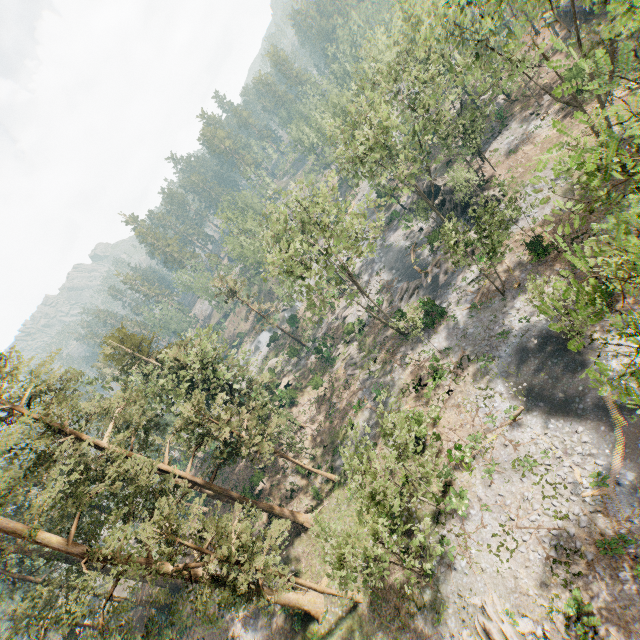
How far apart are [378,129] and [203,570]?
36.43m

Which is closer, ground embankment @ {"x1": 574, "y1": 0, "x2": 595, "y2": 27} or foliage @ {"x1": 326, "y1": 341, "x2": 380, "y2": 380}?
ground embankment @ {"x1": 574, "y1": 0, "x2": 595, "y2": 27}

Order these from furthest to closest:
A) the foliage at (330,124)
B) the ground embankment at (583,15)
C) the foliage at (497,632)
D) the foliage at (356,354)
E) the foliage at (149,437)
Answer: the foliage at (356,354)
the ground embankment at (583,15)
the foliage at (149,437)
the foliage at (497,632)
the foliage at (330,124)

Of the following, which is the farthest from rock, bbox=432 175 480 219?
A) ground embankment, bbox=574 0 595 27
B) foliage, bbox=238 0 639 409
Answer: ground embankment, bbox=574 0 595 27

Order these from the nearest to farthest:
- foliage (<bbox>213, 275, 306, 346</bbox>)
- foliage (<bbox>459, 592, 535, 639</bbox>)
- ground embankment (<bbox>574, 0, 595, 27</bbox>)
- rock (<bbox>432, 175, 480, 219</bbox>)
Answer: foliage (<bbox>459, 592, 535, 639</bbox>) < rock (<bbox>432, 175, 480, 219</bbox>) < ground embankment (<bbox>574, 0, 595, 27</bbox>) < foliage (<bbox>213, 275, 306, 346</bbox>)

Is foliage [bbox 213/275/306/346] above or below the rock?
above

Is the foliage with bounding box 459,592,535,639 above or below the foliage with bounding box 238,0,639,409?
below

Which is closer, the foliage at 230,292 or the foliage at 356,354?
the foliage at 356,354
